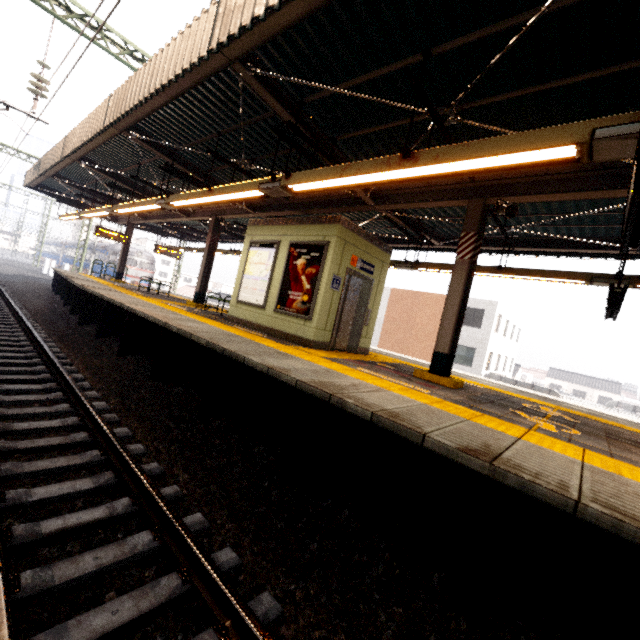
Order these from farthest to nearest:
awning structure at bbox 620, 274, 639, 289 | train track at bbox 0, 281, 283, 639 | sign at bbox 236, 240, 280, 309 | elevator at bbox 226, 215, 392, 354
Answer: sign at bbox 236, 240, 280, 309 < elevator at bbox 226, 215, 392, 354 < awning structure at bbox 620, 274, 639, 289 < train track at bbox 0, 281, 283, 639

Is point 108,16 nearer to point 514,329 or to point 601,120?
point 601,120

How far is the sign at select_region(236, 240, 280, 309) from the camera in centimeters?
816cm

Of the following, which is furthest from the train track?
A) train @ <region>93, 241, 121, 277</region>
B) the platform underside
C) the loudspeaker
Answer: train @ <region>93, 241, 121, 277</region>

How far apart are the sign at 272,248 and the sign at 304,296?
0.3m

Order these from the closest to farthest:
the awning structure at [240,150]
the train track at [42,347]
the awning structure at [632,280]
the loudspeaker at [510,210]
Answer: the train track at [42,347]
the awning structure at [240,150]
the loudspeaker at [510,210]
the awning structure at [632,280]

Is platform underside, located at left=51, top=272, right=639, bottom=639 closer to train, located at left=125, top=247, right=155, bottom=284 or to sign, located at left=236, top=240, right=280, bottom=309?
sign, located at left=236, top=240, right=280, bottom=309

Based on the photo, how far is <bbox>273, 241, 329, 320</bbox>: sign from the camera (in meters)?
7.09
